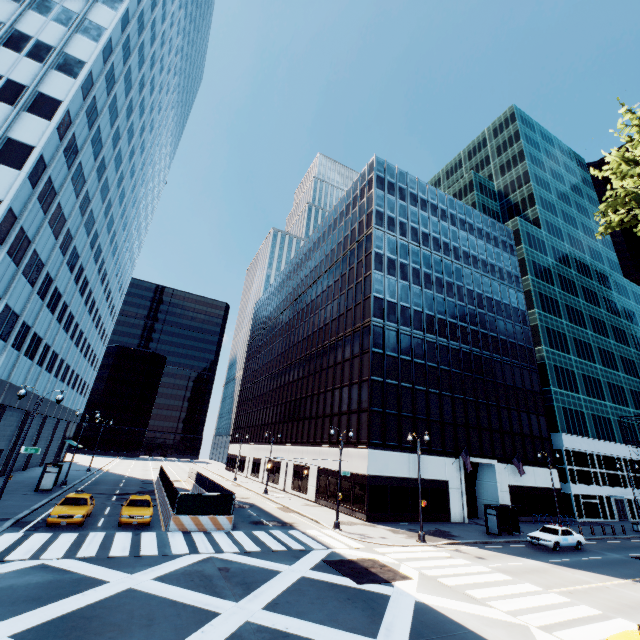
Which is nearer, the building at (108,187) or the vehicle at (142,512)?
the vehicle at (142,512)

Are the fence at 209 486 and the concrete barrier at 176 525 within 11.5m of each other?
yes

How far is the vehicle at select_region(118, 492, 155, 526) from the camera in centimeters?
1984cm

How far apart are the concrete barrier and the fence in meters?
0.0 m

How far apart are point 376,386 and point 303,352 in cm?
2032

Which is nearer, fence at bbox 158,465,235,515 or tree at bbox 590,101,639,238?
tree at bbox 590,101,639,238

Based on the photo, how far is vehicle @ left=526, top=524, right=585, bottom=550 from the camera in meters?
24.5 m

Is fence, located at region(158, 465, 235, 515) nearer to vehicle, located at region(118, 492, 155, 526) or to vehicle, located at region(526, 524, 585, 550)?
vehicle, located at region(118, 492, 155, 526)
